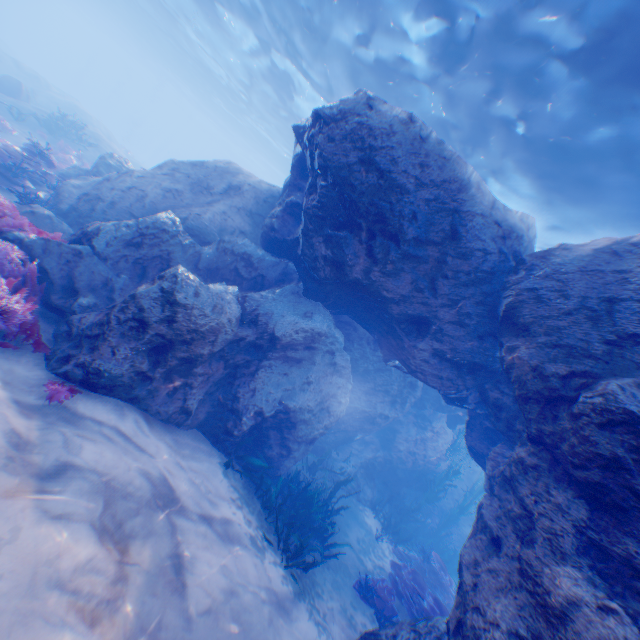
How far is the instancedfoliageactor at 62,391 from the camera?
4.2m

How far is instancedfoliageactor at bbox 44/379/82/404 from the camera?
4.2 meters

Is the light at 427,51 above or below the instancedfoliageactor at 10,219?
above

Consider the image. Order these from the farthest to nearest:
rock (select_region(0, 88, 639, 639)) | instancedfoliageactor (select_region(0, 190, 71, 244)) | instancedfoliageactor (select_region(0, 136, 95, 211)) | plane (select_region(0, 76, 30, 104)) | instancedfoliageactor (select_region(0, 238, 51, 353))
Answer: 1. plane (select_region(0, 76, 30, 104))
2. instancedfoliageactor (select_region(0, 136, 95, 211))
3. instancedfoliageactor (select_region(0, 190, 71, 244))
4. instancedfoliageactor (select_region(0, 238, 51, 353))
5. rock (select_region(0, 88, 639, 639))

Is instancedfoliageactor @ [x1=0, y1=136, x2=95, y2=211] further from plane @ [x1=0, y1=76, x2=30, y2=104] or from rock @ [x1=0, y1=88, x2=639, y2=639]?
plane @ [x1=0, y1=76, x2=30, y2=104]

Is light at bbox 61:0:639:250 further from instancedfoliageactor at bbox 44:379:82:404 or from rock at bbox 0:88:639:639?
instancedfoliageactor at bbox 44:379:82:404

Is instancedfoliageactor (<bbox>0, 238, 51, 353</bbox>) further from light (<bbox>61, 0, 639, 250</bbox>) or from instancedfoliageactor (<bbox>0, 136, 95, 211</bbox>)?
light (<bbox>61, 0, 639, 250</bbox>)

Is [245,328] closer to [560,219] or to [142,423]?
[142,423]
